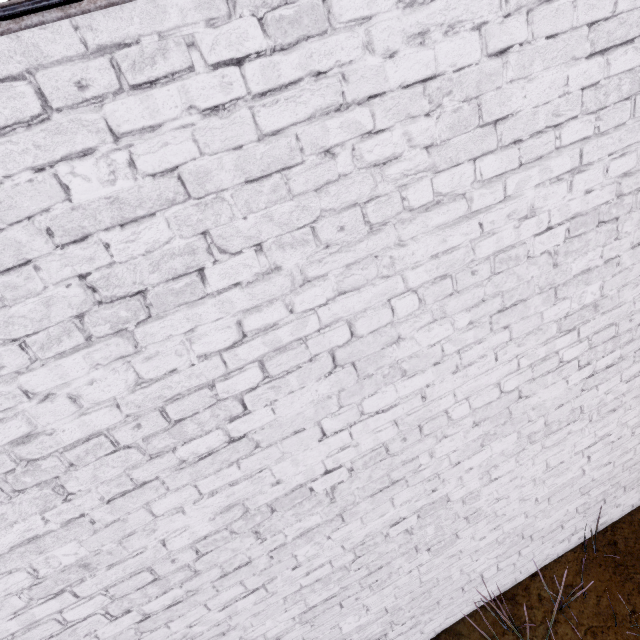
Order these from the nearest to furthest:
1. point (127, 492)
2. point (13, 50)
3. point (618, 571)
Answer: point (13, 50) → point (127, 492) → point (618, 571)
